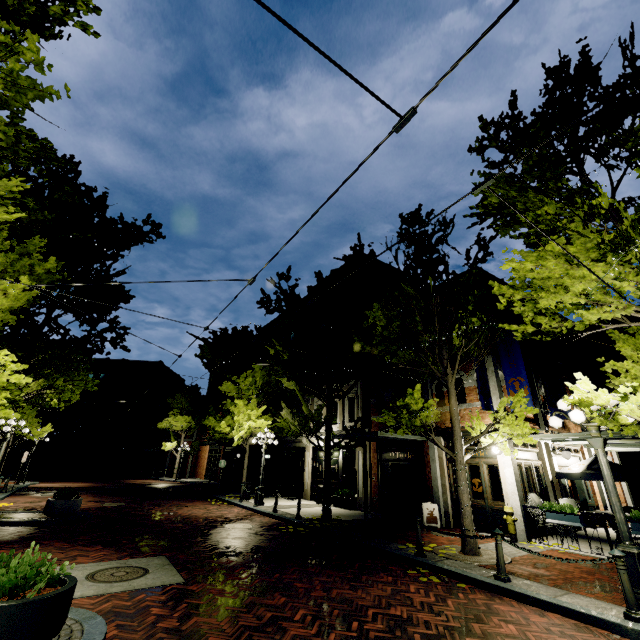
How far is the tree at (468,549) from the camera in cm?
803

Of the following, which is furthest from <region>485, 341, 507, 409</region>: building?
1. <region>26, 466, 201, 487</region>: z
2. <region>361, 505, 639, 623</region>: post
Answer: <region>361, 505, 639, 623</region>: post

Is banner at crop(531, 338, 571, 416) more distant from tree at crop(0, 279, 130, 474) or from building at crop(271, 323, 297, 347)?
tree at crop(0, 279, 130, 474)

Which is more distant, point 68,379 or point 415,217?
point 68,379

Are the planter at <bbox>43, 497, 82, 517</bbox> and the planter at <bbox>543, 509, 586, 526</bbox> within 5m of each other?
no

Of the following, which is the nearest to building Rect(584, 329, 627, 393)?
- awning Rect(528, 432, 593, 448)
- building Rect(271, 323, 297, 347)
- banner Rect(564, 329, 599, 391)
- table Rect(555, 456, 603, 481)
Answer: building Rect(271, 323, 297, 347)

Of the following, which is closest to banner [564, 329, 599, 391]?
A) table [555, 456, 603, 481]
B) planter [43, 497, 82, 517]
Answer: table [555, 456, 603, 481]

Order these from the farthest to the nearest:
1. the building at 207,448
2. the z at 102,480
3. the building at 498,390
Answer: the building at 207,448
the z at 102,480
the building at 498,390
